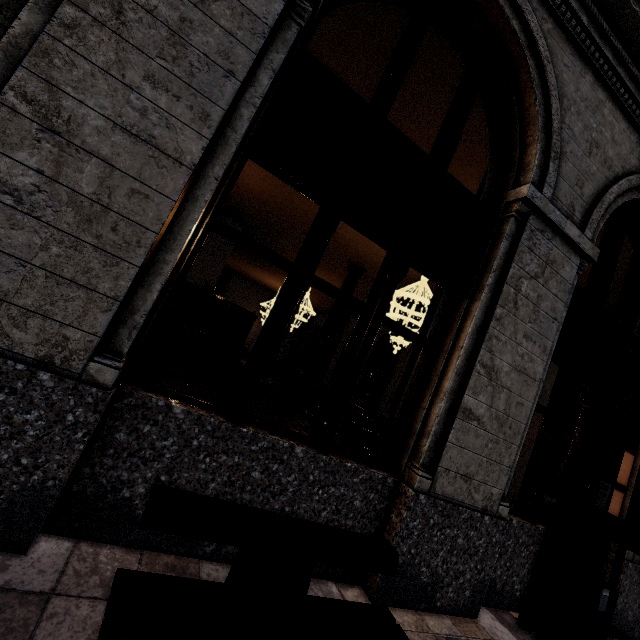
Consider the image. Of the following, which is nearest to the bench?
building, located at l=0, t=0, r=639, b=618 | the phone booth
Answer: building, located at l=0, t=0, r=639, b=618

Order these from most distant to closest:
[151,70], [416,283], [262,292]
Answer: [262,292] → [416,283] → [151,70]

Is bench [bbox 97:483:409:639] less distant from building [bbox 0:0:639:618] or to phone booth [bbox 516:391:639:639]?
building [bbox 0:0:639:618]

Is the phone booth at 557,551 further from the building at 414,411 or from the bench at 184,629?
the bench at 184,629

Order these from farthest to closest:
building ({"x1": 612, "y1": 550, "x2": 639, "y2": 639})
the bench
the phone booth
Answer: building ({"x1": 612, "y1": 550, "x2": 639, "y2": 639})
the phone booth
the bench

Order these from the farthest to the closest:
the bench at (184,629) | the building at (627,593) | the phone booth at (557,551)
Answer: the building at (627,593)
the phone booth at (557,551)
the bench at (184,629)

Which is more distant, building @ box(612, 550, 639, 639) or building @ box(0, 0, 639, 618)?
building @ box(612, 550, 639, 639)
